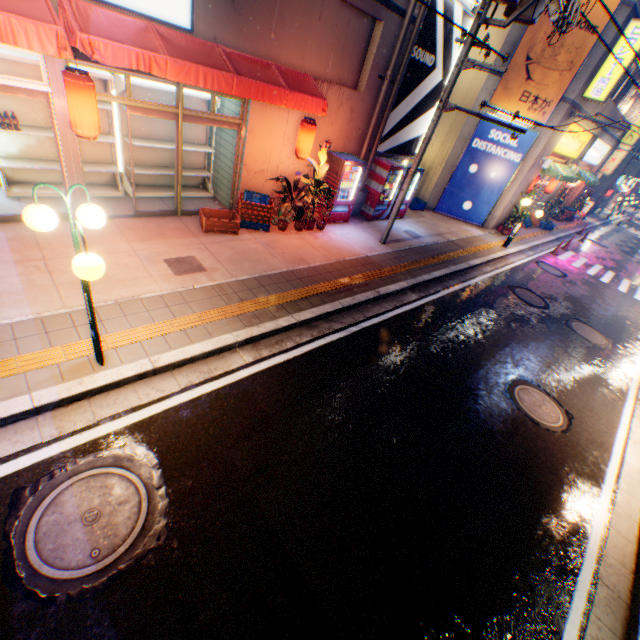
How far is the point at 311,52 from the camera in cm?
820

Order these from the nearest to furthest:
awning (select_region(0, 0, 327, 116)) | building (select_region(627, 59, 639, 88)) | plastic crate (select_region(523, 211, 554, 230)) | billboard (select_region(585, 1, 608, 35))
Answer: awning (select_region(0, 0, 327, 116)) → billboard (select_region(585, 1, 608, 35)) → building (select_region(627, 59, 639, 88)) → plastic crate (select_region(523, 211, 554, 230))

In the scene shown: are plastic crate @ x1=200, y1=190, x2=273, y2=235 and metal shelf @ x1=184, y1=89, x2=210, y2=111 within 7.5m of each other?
yes

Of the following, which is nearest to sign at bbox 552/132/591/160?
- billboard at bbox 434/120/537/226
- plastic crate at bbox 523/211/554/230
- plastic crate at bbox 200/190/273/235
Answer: billboard at bbox 434/120/537/226

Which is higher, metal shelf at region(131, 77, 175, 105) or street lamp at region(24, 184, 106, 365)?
metal shelf at region(131, 77, 175, 105)

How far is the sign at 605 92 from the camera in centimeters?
1265cm

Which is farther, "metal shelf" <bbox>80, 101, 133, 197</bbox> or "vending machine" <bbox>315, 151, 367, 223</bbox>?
"vending machine" <bbox>315, 151, 367, 223</bbox>

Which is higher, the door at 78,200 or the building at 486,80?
the building at 486,80
